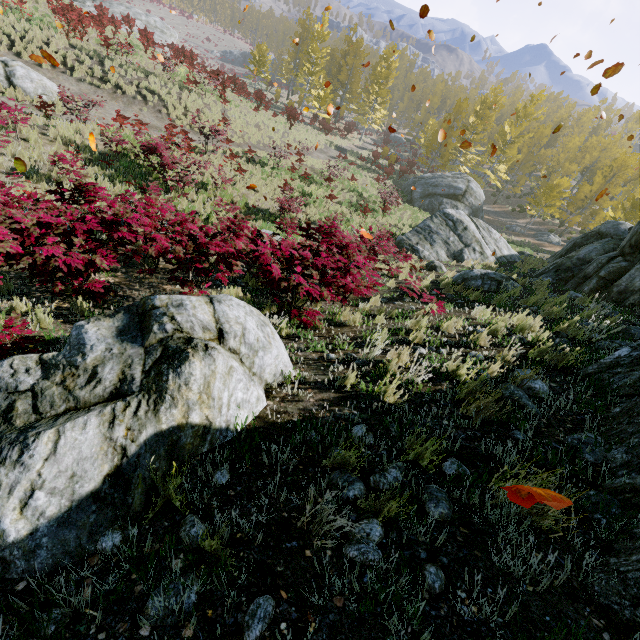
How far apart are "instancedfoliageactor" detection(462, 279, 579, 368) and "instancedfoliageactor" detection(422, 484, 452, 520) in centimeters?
362cm

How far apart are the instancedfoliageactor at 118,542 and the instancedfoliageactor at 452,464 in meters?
0.9 m

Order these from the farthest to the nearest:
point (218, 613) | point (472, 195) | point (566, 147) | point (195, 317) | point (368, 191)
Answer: point (566, 147)
point (472, 195)
point (368, 191)
point (195, 317)
point (218, 613)

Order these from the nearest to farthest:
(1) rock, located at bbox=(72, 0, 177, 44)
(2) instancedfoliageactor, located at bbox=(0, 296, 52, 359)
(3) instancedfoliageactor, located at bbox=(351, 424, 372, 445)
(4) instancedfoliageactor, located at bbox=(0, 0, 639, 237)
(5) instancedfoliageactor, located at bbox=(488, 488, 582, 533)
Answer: (5) instancedfoliageactor, located at bbox=(488, 488, 582, 533) → (3) instancedfoliageactor, located at bbox=(351, 424, 372, 445) → (2) instancedfoliageactor, located at bbox=(0, 296, 52, 359) → (4) instancedfoliageactor, located at bbox=(0, 0, 639, 237) → (1) rock, located at bbox=(72, 0, 177, 44)

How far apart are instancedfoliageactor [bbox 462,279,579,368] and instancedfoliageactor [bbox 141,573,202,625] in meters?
5.5 m

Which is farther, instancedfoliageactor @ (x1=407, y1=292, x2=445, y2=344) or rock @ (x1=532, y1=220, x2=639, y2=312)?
rock @ (x1=532, y1=220, x2=639, y2=312)

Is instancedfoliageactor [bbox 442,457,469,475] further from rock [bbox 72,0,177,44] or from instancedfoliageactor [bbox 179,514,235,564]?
rock [bbox 72,0,177,44]

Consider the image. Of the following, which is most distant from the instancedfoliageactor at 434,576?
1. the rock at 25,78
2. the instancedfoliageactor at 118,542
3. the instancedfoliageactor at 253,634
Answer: the rock at 25,78
